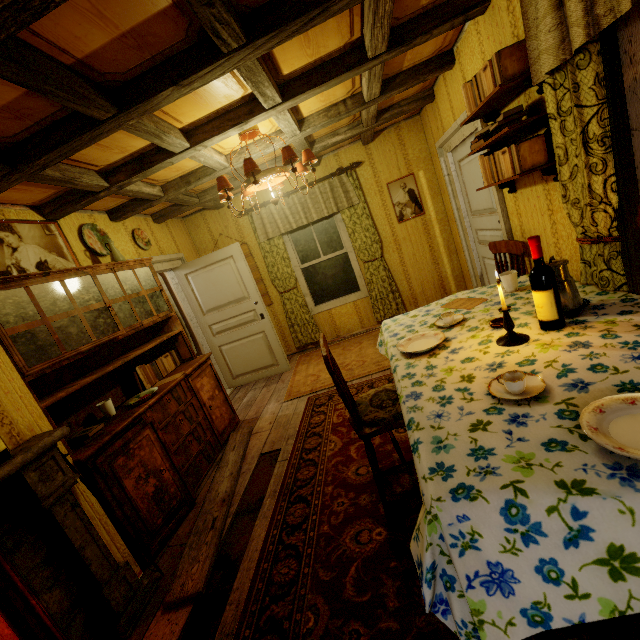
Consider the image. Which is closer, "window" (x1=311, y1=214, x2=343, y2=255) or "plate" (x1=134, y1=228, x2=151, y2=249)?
"plate" (x1=134, y1=228, x2=151, y2=249)

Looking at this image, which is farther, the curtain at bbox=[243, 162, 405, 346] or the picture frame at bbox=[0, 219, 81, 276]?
the curtain at bbox=[243, 162, 405, 346]

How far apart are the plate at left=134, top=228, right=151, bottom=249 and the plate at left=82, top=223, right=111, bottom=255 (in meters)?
0.48

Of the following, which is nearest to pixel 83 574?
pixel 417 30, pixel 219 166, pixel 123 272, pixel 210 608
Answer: pixel 210 608

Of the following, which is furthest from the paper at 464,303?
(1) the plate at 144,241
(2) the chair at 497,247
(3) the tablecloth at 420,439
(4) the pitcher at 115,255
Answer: (1) the plate at 144,241

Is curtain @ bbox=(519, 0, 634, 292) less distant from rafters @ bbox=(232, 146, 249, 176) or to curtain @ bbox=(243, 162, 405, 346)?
rafters @ bbox=(232, 146, 249, 176)

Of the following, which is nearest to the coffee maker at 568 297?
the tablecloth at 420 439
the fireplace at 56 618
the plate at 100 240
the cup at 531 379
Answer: the tablecloth at 420 439

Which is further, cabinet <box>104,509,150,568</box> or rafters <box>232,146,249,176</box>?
rafters <box>232,146,249,176</box>
